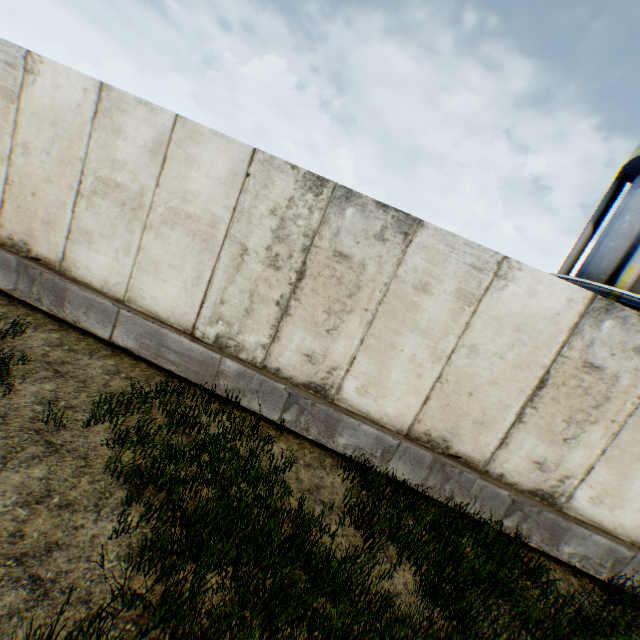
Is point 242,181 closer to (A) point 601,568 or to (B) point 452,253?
(B) point 452,253
